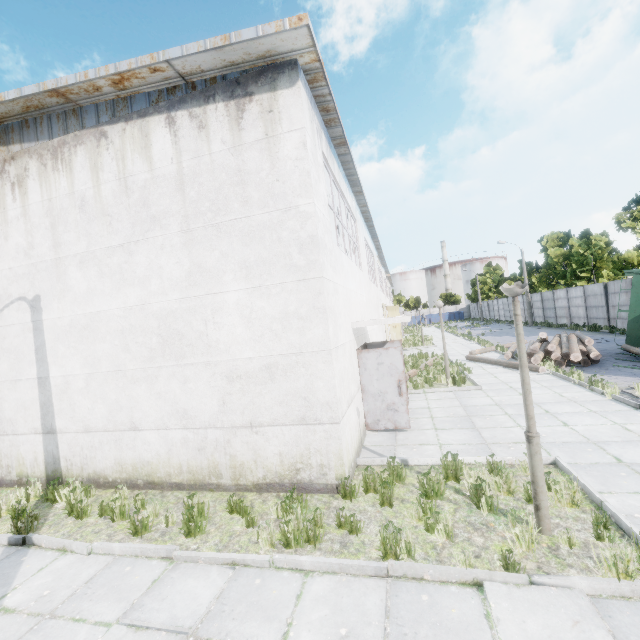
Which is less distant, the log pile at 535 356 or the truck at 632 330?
the log pile at 535 356

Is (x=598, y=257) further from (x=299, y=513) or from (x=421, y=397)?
(x=299, y=513)

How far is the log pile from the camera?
13.2 meters

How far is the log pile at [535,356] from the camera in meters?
13.2

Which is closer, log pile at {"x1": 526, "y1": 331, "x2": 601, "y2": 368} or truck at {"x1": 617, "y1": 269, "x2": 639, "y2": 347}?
log pile at {"x1": 526, "y1": 331, "x2": 601, "y2": 368}
